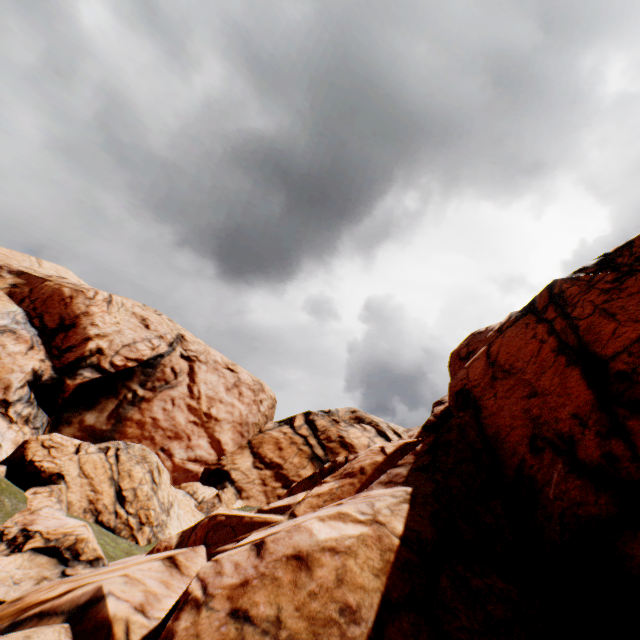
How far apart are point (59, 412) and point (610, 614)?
34.6 meters
